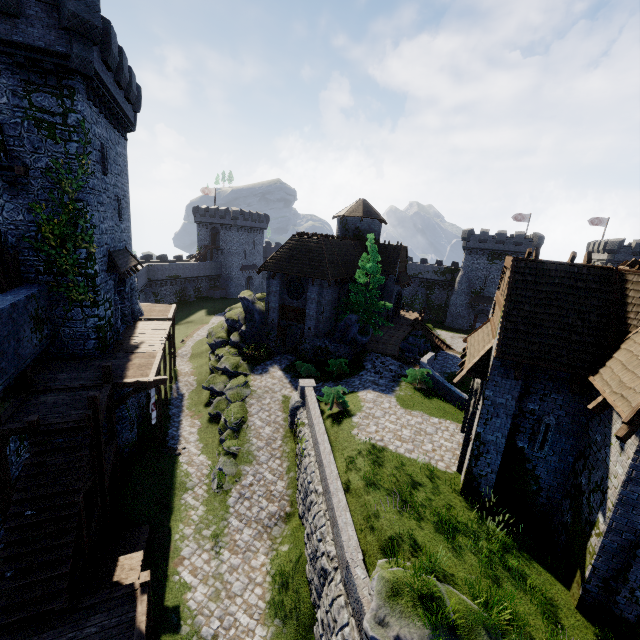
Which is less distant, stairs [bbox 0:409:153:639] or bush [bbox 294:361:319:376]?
stairs [bbox 0:409:153:639]

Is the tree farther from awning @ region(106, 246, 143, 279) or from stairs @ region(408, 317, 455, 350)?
awning @ region(106, 246, 143, 279)

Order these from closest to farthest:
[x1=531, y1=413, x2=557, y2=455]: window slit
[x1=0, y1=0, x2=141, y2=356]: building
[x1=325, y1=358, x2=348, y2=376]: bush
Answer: [x1=531, y1=413, x2=557, y2=455]: window slit < [x1=0, y1=0, x2=141, y2=356]: building < [x1=325, y1=358, x2=348, y2=376]: bush

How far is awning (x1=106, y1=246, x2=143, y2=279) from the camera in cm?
1897

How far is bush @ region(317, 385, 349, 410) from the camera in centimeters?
1860cm

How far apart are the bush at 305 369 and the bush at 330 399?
5.2 meters

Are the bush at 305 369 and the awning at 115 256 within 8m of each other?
no

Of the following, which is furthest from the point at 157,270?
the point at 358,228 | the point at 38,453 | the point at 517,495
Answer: the point at 517,495
